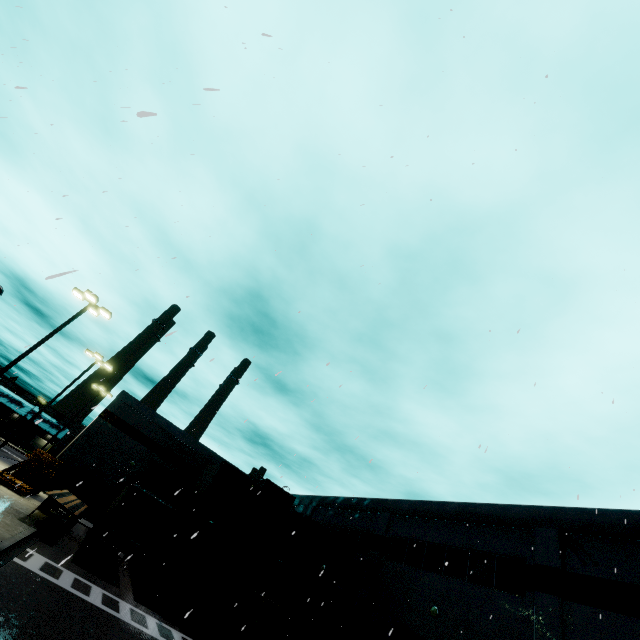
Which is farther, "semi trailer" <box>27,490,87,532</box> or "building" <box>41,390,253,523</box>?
"building" <box>41,390,253,523</box>

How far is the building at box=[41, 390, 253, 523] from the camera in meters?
31.6

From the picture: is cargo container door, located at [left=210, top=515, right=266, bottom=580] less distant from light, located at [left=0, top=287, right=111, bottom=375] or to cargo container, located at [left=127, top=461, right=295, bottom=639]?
cargo container, located at [left=127, top=461, right=295, bottom=639]

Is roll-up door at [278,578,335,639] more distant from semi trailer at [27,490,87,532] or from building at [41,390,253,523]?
semi trailer at [27,490,87,532]

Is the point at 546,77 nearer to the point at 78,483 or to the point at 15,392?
the point at 15,392

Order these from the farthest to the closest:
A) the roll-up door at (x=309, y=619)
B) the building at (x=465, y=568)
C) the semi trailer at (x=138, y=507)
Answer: the roll-up door at (x=309, y=619) < the semi trailer at (x=138, y=507) < the building at (x=465, y=568)

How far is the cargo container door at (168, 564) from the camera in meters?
16.5

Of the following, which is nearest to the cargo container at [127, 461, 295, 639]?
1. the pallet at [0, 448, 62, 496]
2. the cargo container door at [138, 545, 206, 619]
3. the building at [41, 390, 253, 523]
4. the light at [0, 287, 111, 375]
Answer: the cargo container door at [138, 545, 206, 619]
